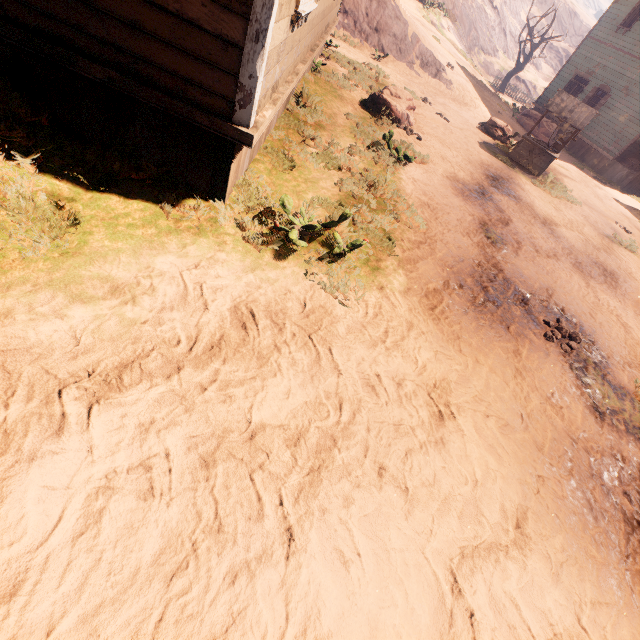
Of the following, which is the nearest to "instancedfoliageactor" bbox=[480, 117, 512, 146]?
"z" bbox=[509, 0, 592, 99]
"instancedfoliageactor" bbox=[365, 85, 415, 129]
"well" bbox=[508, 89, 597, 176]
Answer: "well" bbox=[508, 89, 597, 176]

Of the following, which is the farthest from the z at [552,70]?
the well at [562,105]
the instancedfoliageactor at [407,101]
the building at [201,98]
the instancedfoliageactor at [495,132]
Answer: the instancedfoliageactor at [407,101]

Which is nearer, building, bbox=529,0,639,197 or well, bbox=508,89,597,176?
well, bbox=508,89,597,176

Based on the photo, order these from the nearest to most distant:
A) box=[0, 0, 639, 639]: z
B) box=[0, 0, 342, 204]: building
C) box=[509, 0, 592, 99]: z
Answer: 1. box=[0, 0, 639, 639]: z
2. box=[0, 0, 342, 204]: building
3. box=[509, 0, 592, 99]: z

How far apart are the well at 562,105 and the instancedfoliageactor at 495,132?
0.8 meters

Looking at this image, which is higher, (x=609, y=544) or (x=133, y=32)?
(x=133, y=32)

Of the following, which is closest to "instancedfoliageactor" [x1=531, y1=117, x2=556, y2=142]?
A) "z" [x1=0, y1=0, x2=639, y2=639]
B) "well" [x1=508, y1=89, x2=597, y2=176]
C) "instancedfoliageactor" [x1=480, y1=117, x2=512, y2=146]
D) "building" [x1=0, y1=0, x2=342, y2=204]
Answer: "z" [x1=0, y1=0, x2=639, y2=639]

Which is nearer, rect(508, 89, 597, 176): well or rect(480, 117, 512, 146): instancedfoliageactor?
rect(508, 89, 597, 176): well
